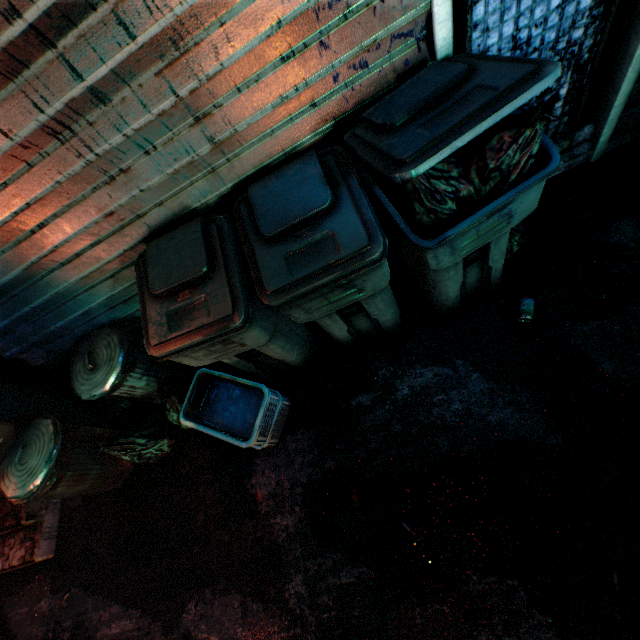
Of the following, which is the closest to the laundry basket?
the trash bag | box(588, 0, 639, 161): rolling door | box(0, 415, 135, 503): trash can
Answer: the trash bag

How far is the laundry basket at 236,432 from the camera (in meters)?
1.84

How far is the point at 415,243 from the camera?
1.17m

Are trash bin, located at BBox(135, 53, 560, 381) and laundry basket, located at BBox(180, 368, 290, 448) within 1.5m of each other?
yes

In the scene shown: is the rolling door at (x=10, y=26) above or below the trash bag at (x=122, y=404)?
above

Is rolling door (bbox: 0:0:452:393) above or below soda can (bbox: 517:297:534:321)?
above

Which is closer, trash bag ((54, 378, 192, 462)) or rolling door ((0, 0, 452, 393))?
rolling door ((0, 0, 452, 393))

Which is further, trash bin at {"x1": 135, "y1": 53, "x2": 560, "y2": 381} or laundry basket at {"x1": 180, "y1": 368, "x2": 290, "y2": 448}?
laundry basket at {"x1": 180, "y1": 368, "x2": 290, "y2": 448}
